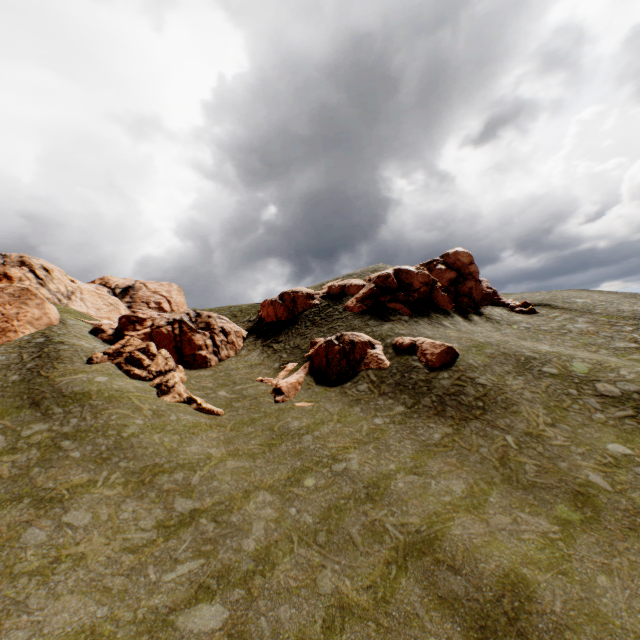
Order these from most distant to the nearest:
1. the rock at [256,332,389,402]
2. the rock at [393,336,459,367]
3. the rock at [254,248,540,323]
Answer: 1. the rock at [254,248,540,323]
2. the rock at [256,332,389,402]
3. the rock at [393,336,459,367]

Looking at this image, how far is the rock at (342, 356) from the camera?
25.6 meters

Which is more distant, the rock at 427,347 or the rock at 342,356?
the rock at 342,356

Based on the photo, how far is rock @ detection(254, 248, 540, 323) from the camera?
33.9m

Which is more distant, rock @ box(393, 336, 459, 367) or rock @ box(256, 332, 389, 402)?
rock @ box(256, 332, 389, 402)

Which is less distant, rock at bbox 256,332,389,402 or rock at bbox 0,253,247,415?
rock at bbox 0,253,247,415

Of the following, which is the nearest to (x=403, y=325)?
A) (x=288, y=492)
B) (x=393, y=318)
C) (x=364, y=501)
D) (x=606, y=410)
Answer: (x=393, y=318)

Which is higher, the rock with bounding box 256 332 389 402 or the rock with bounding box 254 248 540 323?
the rock with bounding box 254 248 540 323
